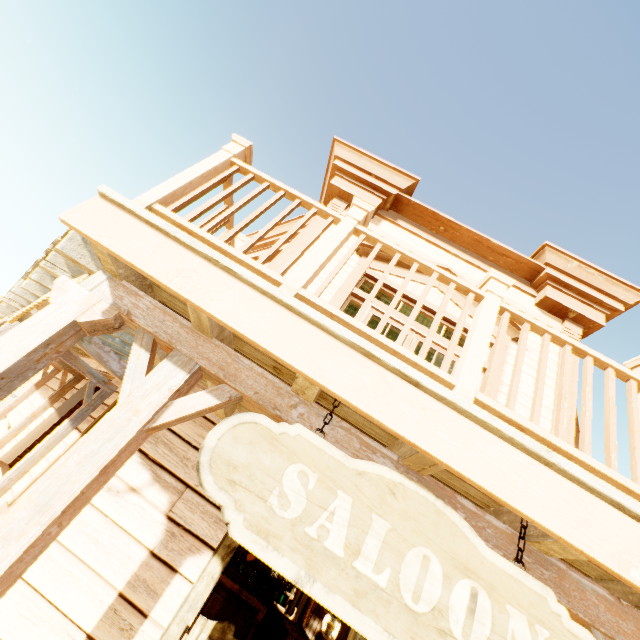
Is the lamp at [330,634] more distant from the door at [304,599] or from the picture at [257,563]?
the door at [304,599]

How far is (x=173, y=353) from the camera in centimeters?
176cm

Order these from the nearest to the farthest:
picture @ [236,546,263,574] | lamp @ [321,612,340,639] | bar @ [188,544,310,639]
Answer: lamp @ [321,612,340,639] < bar @ [188,544,310,639] < picture @ [236,546,263,574]

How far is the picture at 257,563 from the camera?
9.9 meters

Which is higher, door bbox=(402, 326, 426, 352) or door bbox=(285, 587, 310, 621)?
door bbox=(402, 326, 426, 352)

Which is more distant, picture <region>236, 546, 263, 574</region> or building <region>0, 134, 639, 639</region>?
picture <region>236, 546, 263, 574</region>

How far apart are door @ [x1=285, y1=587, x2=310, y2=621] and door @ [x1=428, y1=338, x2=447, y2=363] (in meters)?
10.78

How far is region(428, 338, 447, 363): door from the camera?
4.2m
